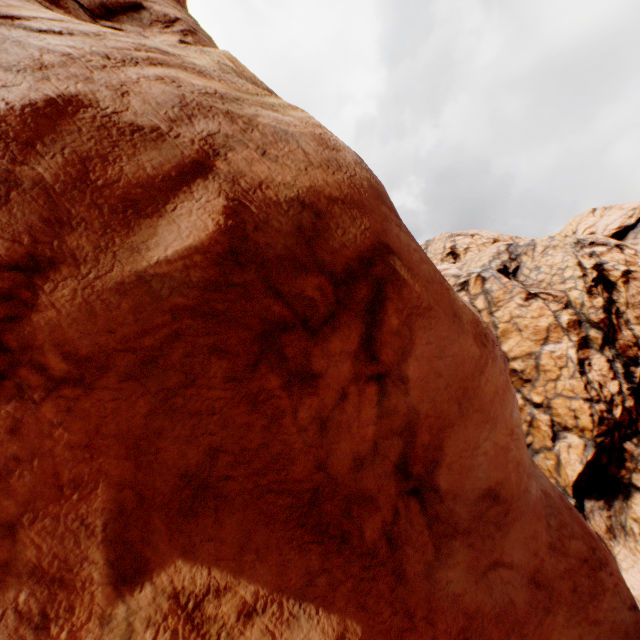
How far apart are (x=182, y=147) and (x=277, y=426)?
3.0m
